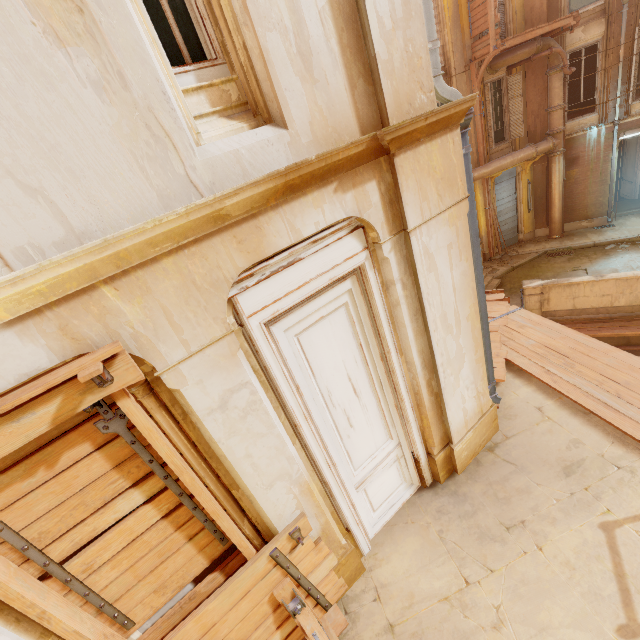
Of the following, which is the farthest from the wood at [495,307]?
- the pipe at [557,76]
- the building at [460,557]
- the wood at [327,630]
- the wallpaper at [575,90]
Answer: the wallpaper at [575,90]

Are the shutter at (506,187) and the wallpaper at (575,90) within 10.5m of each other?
yes

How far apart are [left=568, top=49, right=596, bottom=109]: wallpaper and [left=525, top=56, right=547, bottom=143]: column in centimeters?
791cm

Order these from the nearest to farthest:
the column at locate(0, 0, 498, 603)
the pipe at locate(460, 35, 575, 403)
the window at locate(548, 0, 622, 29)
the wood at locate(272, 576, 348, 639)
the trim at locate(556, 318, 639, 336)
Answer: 1. the column at locate(0, 0, 498, 603)
2. the wood at locate(272, 576, 348, 639)
3. the pipe at locate(460, 35, 575, 403)
4. the trim at locate(556, 318, 639, 336)
5. the window at locate(548, 0, 622, 29)

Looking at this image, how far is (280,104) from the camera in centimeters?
250cm

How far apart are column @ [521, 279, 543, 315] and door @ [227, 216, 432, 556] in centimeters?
977cm

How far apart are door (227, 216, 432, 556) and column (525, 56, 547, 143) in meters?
16.8

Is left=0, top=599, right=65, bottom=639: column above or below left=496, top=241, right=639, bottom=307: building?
above
